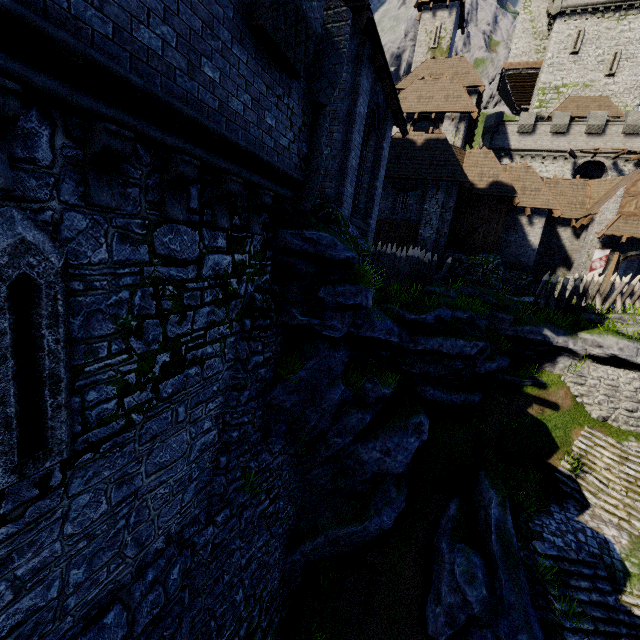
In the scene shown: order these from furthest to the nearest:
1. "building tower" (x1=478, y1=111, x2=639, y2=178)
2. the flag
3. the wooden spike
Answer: "building tower" (x1=478, y1=111, x2=639, y2=178), the flag, the wooden spike

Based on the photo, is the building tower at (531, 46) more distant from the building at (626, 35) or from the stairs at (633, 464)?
the stairs at (633, 464)

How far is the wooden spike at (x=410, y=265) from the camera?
Result: 15.5m

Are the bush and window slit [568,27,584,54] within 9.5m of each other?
no

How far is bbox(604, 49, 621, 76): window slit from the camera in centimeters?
3394cm

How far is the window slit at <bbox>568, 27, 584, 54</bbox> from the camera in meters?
34.8

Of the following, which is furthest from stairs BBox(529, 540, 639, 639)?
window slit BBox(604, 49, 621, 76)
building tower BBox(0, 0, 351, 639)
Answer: window slit BBox(604, 49, 621, 76)

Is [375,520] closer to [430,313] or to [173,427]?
[430,313]
